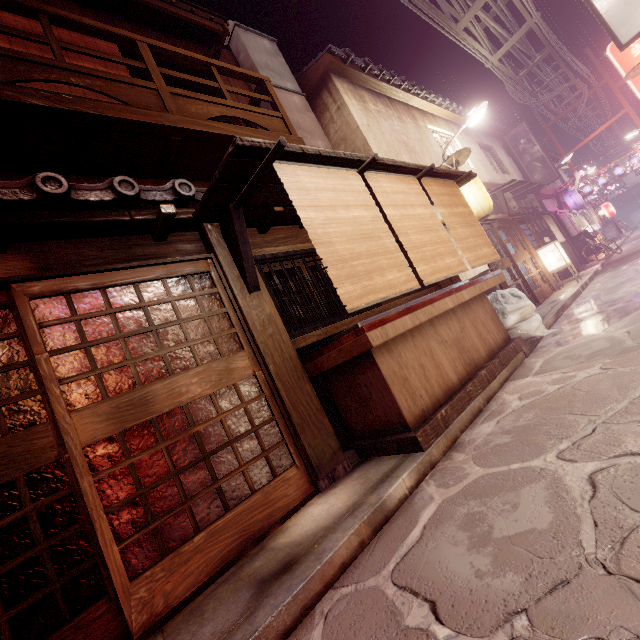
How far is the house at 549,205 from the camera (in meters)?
29.52

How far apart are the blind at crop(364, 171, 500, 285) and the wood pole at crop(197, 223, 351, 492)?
3.1 meters

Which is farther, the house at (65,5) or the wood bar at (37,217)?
the house at (65,5)

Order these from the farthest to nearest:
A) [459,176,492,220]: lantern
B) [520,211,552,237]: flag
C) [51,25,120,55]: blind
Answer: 1. [520,211,552,237]: flag
2. [459,176,492,220]: lantern
3. [51,25,120,55]: blind

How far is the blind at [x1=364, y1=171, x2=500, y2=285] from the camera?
7.3m

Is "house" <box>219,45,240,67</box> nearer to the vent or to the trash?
the vent

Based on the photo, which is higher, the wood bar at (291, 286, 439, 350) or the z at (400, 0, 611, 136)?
the z at (400, 0, 611, 136)

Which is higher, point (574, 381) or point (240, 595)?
point (240, 595)
